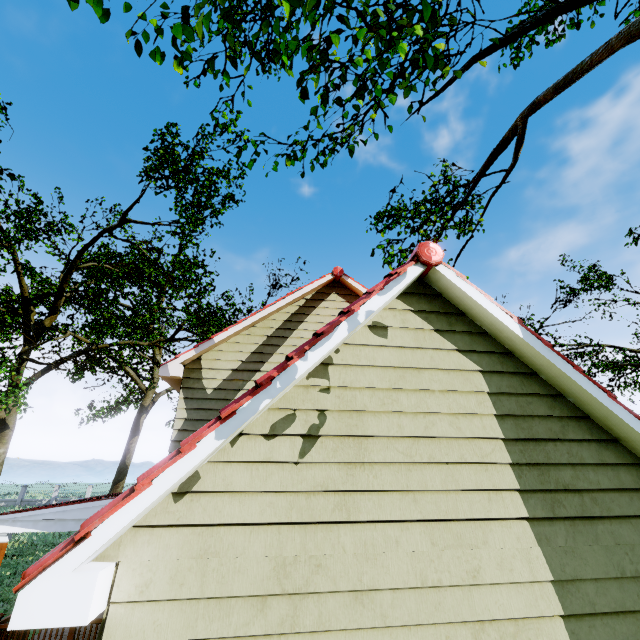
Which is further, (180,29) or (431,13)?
(431,13)

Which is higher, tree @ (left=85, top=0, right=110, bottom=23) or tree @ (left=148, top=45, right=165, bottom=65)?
tree @ (left=148, top=45, right=165, bottom=65)

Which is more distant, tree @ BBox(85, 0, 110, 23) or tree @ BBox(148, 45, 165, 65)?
tree @ BBox(148, 45, 165, 65)

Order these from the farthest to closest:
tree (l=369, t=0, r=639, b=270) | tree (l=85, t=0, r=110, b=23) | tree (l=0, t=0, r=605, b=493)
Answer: tree (l=369, t=0, r=639, b=270)
tree (l=0, t=0, r=605, b=493)
tree (l=85, t=0, r=110, b=23)

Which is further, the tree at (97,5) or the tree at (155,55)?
the tree at (155,55)

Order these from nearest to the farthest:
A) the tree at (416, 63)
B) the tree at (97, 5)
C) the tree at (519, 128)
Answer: the tree at (97, 5) → the tree at (416, 63) → the tree at (519, 128)

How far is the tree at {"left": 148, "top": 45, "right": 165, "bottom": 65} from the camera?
5.72m
